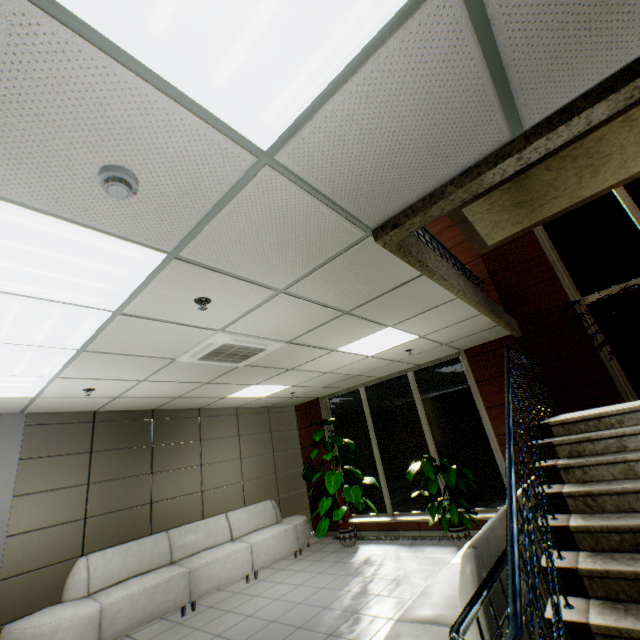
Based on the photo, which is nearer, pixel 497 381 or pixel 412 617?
pixel 412 617

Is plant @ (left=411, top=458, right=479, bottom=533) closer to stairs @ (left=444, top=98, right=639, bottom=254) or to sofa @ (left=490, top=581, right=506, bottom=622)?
sofa @ (left=490, top=581, right=506, bottom=622)

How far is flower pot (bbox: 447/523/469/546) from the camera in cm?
540

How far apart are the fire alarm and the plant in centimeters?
643cm

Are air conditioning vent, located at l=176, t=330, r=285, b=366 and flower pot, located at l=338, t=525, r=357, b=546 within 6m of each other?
yes

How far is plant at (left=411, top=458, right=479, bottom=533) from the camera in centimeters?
538cm

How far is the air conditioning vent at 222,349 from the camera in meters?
3.6 m

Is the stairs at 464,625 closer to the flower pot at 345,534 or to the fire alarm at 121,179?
the fire alarm at 121,179
